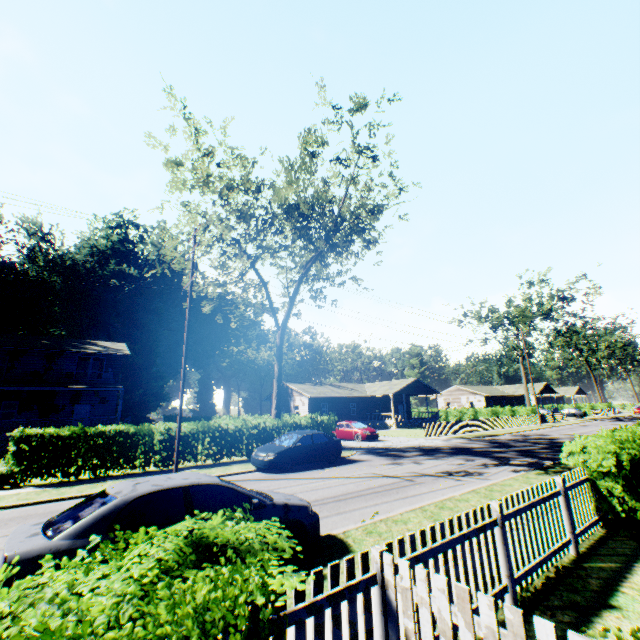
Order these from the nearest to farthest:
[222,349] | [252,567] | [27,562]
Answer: [252,567]
[27,562]
[222,349]

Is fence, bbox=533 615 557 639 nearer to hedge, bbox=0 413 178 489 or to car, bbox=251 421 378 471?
hedge, bbox=0 413 178 489

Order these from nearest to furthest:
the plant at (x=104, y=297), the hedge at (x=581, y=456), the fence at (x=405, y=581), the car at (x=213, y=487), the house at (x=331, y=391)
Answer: the fence at (x=405, y=581)
the car at (x=213, y=487)
the hedge at (x=581, y=456)
the house at (x=331, y=391)
the plant at (x=104, y=297)

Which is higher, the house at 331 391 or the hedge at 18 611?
the house at 331 391

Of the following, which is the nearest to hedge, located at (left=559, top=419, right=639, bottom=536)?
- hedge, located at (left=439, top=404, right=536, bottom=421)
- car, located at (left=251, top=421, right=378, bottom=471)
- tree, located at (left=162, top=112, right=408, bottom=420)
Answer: tree, located at (left=162, top=112, right=408, bottom=420)

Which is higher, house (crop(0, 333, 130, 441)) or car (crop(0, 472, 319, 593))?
house (crop(0, 333, 130, 441))

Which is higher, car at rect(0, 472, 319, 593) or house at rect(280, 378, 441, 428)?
house at rect(280, 378, 441, 428)

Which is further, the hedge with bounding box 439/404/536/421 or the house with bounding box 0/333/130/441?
the hedge with bounding box 439/404/536/421
